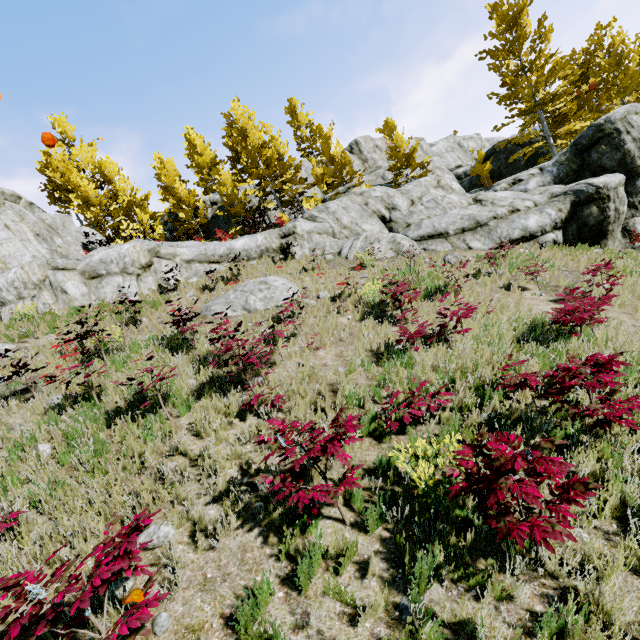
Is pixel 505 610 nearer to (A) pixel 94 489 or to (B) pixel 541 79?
(A) pixel 94 489

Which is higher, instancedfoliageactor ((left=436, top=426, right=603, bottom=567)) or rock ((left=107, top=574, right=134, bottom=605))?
rock ((left=107, top=574, right=134, bottom=605))

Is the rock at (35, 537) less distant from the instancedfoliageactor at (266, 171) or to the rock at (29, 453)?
the rock at (29, 453)

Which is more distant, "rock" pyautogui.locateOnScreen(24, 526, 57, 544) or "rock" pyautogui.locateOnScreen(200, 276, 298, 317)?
"rock" pyautogui.locateOnScreen(200, 276, 298, 317)

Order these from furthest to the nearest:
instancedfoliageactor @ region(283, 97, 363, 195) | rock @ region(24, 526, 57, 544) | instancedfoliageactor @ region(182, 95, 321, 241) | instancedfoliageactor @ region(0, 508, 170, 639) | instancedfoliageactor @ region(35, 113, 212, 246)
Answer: instancedfoliageactor @ region(283, 97, 363, 195) < instancedfoliageactor @ region(182, 95, 321, 241) < instancedfoliageactor @ region(35, 113, 212, 246) < rock @ region(24, 526, 57, 544) < instancedfoliageactor @ region(0, 508, 170, 639)

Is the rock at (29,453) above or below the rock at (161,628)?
above

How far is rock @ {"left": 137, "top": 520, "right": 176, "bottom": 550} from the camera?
3.34m

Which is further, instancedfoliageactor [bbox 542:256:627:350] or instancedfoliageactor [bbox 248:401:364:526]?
instancedfoliageactor [bbox 542:256:627:350]
